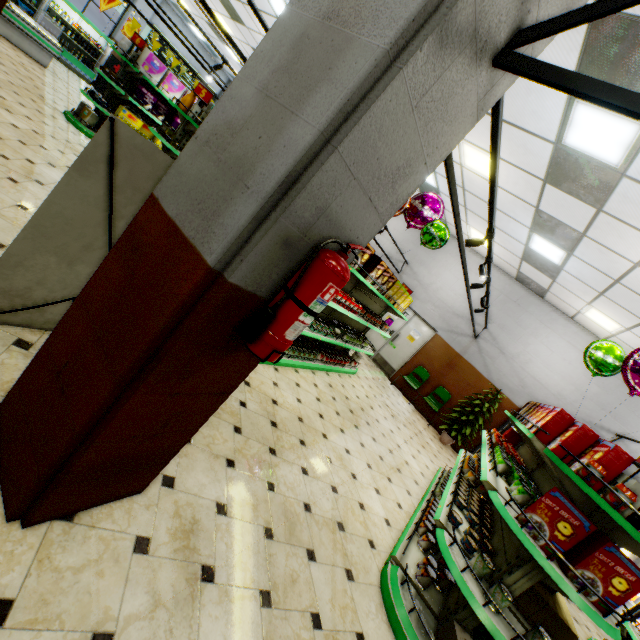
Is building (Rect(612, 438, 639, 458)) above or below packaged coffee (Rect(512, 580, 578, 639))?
above

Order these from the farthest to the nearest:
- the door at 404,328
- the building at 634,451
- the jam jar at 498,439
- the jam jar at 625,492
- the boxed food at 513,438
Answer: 1. the door at 404,328
2. the building at 634,451
3. the boxed food at 513,438
4. the jam jar at 498,439
5. the jam jar at 625,492

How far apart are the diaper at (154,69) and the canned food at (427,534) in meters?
10.4

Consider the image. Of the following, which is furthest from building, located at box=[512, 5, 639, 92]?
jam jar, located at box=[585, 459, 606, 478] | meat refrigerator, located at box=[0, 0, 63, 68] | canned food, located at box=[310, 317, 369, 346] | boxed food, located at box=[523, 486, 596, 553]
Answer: jam jar, located at box=[585, 459, 606, 478]

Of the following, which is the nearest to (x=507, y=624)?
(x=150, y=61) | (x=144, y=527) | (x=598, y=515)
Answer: (x=598, y=515)

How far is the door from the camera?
10.9 meters

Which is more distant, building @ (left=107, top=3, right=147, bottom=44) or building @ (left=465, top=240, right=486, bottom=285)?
building @ (left=107, top=3, right=147, bottom=44)

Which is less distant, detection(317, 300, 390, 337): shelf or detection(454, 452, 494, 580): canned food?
detection(454, 452, 494, 580): canned food
